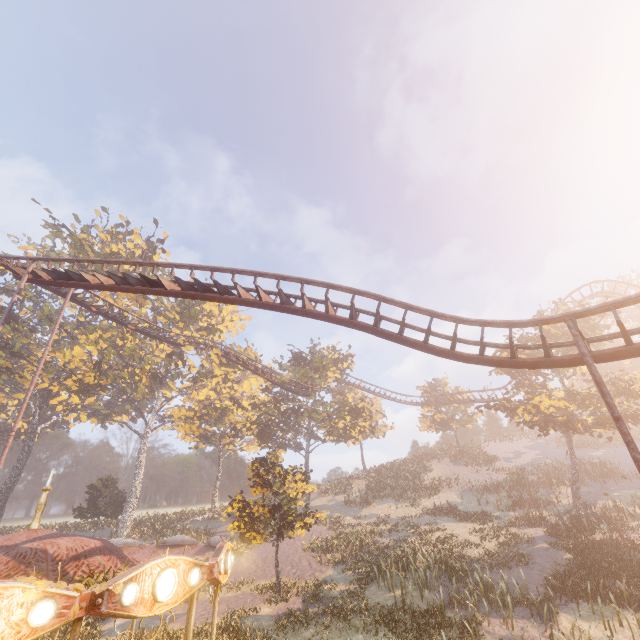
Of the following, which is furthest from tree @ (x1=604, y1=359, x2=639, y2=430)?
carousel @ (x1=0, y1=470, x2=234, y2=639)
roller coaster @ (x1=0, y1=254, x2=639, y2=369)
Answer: carousel @ (x1=0, y1=470, x2=234, y2=639)

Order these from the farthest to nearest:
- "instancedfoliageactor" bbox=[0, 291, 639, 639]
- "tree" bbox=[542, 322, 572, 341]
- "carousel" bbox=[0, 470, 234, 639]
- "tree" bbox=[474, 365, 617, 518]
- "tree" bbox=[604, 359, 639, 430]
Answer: "tree" bbox=[542, 322, 572, 341], "tree" bbox=[474, 365, 617, 518], "tree" bbox=[604, 359, 639, 430], "instancedfoliageactor" bbox=[0, 291, 639, 639], "carousel" bbox=[0, 470, 234, 639]

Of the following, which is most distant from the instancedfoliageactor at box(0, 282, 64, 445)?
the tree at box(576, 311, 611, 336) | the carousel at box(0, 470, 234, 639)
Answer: the tree at box(576, 311, 611, 336)

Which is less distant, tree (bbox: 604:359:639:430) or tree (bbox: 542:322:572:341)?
tree (bbox: 604:359:639:430)

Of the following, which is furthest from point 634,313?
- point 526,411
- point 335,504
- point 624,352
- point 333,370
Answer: point 624,352

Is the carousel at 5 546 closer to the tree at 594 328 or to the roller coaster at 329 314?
the roller coaster at 329 314

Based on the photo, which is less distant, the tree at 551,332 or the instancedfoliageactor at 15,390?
the tree at 551,332

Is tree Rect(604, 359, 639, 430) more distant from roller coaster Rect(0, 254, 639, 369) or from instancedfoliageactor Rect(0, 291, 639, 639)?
A: instancedfoliageactor Rect(0, 291, 639, 639)
